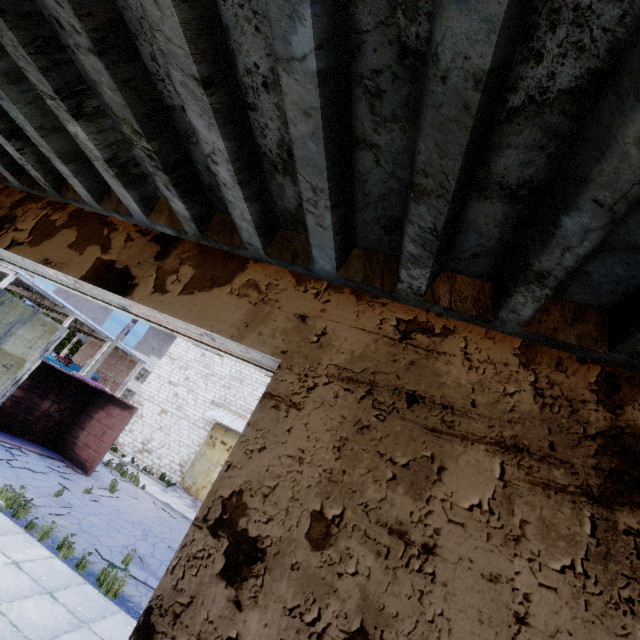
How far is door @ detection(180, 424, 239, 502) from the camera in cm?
1791

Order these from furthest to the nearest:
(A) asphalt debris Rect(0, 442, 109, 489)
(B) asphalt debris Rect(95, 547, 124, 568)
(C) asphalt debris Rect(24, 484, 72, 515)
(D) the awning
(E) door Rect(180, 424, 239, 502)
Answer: (D) the awning < (E) door Rect(180, 424, 239, 502) < (A) asphalt debris Rect(0, 442, 109, 489) < (C) asphalt debris Rect(24, 484, 72, 515) < (B) asphalt debris Rect(95, 547, 124, 568)

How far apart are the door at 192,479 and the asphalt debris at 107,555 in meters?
9.1 m

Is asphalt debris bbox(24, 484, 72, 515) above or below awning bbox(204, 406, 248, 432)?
below

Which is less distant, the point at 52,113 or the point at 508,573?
the point at 508,573

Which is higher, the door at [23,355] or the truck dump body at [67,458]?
the door at [23,355]

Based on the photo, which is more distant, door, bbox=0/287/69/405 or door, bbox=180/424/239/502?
door, bbox=180/424/239/502

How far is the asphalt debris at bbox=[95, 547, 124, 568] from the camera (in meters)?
7.71
